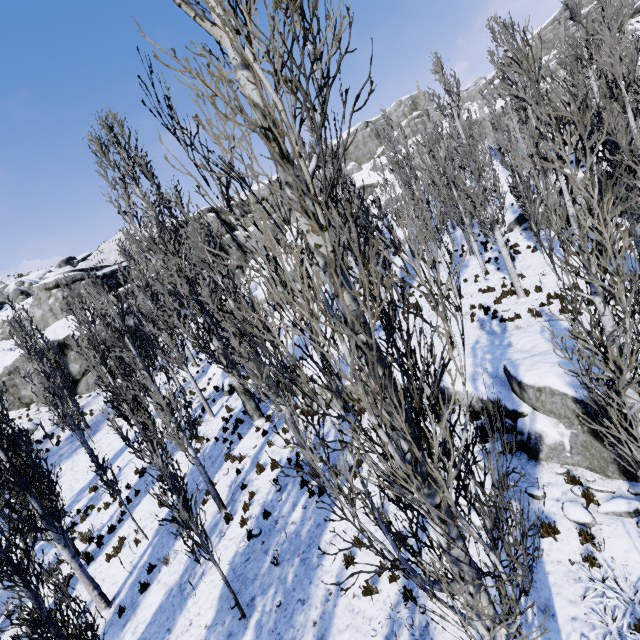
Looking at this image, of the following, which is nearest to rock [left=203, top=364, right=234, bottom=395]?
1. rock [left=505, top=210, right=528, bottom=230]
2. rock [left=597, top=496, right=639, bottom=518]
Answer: rock [left=505, top=210, right=528, bottom=230]

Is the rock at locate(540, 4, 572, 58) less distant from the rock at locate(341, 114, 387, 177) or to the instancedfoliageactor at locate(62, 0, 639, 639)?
the rock at locate(341, 114, 387, 177)

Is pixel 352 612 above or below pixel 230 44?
below

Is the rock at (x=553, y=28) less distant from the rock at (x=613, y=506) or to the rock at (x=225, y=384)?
the rock at (x=225, y=384)

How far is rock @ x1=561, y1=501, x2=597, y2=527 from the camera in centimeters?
605cm

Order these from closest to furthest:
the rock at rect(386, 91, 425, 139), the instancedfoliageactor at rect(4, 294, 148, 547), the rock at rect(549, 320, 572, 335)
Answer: the rock at rect(549, 320, 572, 335)
the instancedfoliageactor at rect(4, 294, 148, 547)
the rock at rect(386, 91, 425, 139)

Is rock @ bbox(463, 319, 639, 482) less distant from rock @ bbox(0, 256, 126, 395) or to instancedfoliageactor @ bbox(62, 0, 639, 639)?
instancedfoliageactor @ bbox(62, 0, 639, 639)

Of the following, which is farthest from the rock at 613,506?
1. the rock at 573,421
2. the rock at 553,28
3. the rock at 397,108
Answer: the rock at 553,28
